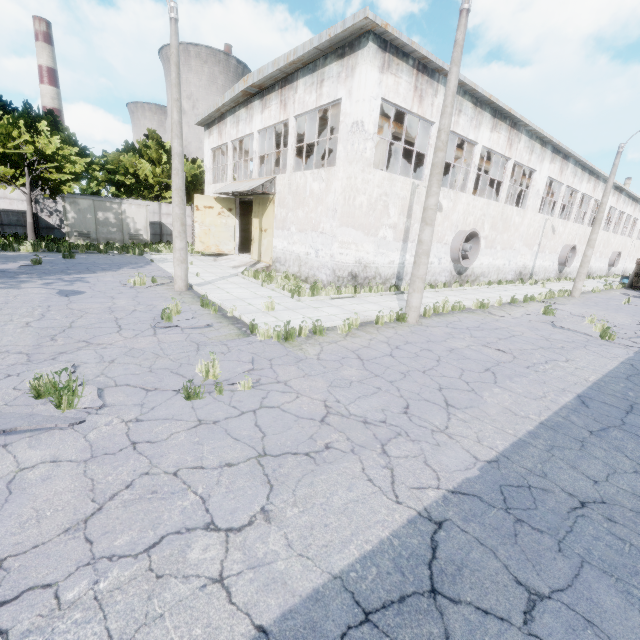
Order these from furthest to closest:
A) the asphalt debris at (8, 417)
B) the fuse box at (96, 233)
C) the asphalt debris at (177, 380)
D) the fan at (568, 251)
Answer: the fan at (568, 251) → the fuse box at (96, 233) → the asphalt debris at (177, 380) → the asphalt debris at (8, 417)

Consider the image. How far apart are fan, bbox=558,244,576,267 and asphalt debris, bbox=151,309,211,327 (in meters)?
32.66

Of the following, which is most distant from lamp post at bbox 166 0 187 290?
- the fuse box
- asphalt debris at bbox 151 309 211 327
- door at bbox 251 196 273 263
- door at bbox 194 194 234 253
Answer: the fuse box

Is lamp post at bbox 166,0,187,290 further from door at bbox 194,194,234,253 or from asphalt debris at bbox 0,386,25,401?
door at bbox 194,194,234,253

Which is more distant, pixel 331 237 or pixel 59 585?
pixel 331 237

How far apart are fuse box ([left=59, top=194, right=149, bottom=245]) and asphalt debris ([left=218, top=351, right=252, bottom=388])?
23.88m

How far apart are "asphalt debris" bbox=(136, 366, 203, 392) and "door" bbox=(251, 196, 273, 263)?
13.1m

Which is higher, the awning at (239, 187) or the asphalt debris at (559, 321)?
the awning at (239, 187)
